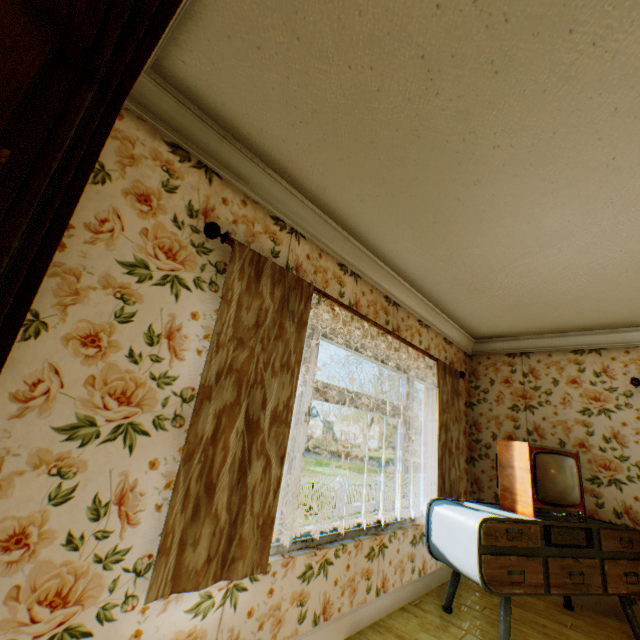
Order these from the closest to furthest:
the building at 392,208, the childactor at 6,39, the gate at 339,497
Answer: the childactor at 6,39 → the building at 392,208 → the gate at 339,497

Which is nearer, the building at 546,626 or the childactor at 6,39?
the childactor at 6,39

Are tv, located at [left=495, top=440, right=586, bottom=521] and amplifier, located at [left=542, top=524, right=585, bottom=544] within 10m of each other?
yes

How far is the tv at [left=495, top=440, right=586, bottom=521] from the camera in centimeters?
302cm

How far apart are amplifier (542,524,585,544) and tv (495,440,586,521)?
0.07m

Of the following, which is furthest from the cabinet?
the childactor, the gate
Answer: the gate

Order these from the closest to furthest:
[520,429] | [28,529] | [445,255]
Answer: [28,529] < [445,255] < [520,429]

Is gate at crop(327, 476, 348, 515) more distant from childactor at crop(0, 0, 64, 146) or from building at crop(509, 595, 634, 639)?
childactor at crop(0, 0, 64, 146)
